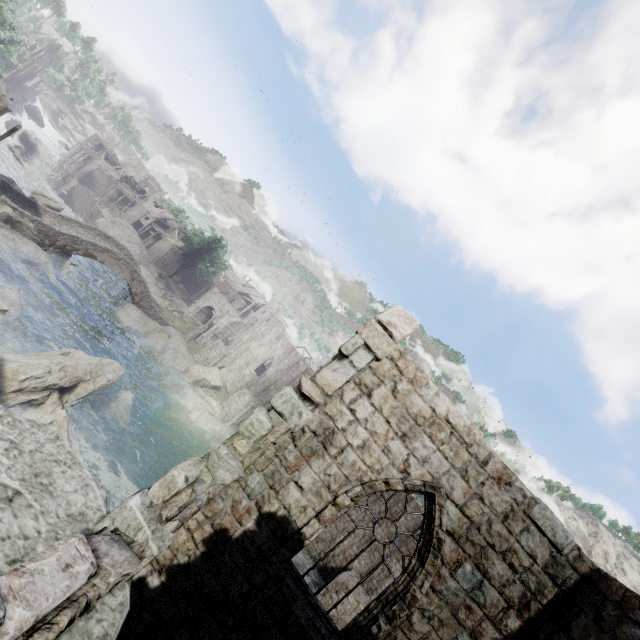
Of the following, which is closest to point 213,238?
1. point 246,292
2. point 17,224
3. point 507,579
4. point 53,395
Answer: point 246,292

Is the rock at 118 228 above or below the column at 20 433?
below

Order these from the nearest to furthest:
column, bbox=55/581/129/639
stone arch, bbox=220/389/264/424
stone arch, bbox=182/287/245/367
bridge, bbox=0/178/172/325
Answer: column, bbox=55/581/129/639, bridge, bbox=0/178/172/325, stone arch, bbox=220/389/264/424, stone arch, bbox=182/287/245/367

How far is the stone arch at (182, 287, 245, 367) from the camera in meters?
40.0 m

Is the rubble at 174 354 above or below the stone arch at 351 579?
below

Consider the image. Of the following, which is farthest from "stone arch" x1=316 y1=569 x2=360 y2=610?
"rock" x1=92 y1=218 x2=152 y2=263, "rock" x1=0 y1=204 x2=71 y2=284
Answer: "rock" x1=92 y1=218 x2=152 y2=263

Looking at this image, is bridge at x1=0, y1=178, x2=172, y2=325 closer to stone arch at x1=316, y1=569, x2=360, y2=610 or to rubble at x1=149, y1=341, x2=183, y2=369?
rubble at x1=149, y1=341, x2=183, y2=369

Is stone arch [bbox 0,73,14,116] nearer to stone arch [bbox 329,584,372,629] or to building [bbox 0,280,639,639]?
building [bbox 0,280,639,639]
